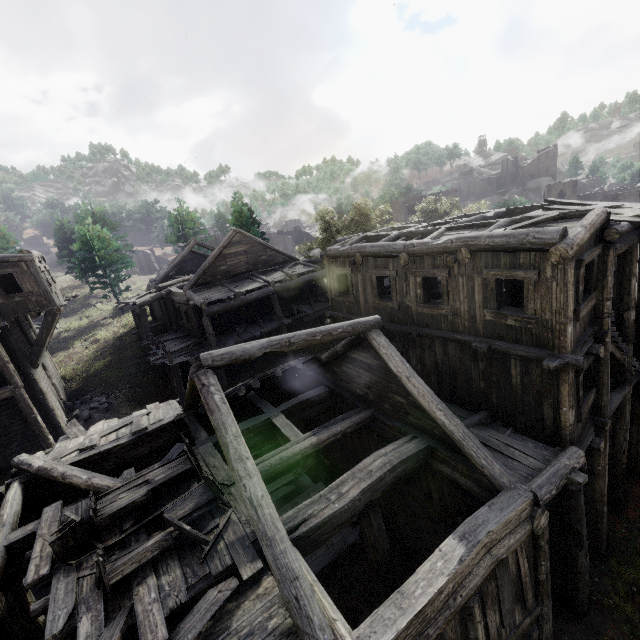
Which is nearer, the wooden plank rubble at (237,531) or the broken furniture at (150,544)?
the wooden plank rubble at (237,531)

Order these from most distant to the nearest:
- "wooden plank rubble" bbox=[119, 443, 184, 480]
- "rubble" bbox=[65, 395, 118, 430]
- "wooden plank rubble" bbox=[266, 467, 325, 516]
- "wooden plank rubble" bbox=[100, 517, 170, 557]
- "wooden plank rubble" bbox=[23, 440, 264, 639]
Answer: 1. "rubble" bbox=[65, 395, 118, 430]
2. "wooden plank rubble" bbox=[266, 467, 325, 516]
3. "wooden plank rubble" bbox=[119, 443, 184, 480]
4. "wooden plank rubble" bbox=[100, 517, 170, 557]
5. "wooden plank rubble" bbox=[23, 440, 264, 639]

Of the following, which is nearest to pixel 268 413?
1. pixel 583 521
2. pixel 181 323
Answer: pixel 583 521

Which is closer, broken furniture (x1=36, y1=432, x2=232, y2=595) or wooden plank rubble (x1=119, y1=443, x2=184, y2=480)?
broken furniture (x1=36, y1=432, x2=232, y2=595)

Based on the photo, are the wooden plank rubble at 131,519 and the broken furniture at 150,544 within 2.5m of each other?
yes

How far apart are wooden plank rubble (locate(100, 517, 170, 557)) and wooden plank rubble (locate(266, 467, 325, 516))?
4.5m

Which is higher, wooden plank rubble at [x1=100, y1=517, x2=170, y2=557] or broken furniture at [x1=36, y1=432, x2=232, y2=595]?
broken furniture at [x1=36, y1=432, x2=232, y2=595]

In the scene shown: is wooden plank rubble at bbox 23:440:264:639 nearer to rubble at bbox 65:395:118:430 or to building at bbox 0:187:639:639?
building at bbox 0:187:639:639
